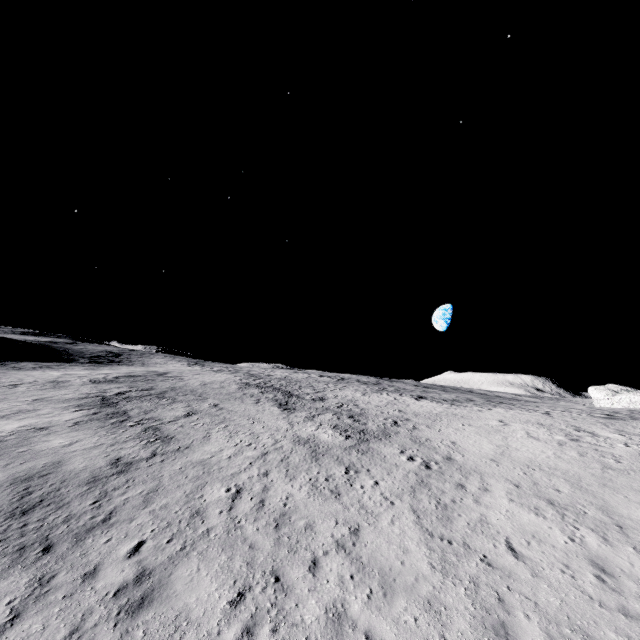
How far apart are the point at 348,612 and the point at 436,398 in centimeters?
3844cm
